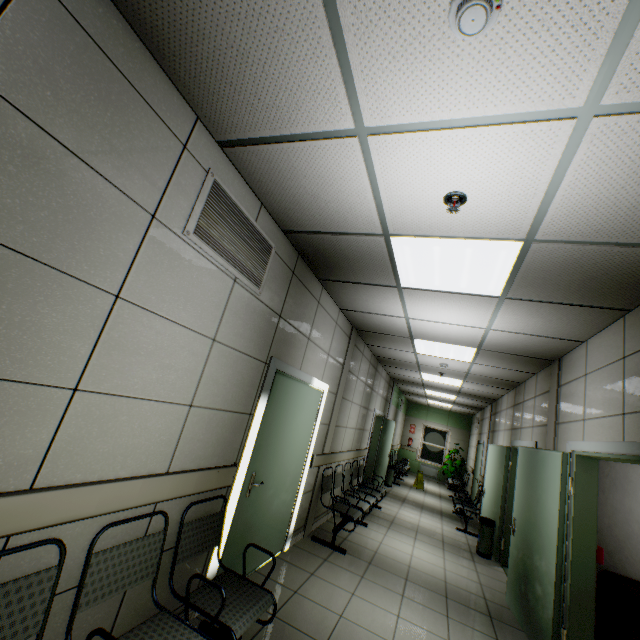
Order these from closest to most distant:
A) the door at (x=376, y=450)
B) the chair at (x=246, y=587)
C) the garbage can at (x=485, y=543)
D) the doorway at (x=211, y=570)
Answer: the chair at (x=246, y=587) → the doorway at (x=211, y=570) → the garbage can at (x=485, y=543) → the door at (x=376, y=450)

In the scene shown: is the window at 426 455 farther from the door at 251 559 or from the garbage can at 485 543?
the door at 251 559

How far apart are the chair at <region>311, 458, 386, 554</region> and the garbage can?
1.9 meters

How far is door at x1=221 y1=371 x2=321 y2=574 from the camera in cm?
307

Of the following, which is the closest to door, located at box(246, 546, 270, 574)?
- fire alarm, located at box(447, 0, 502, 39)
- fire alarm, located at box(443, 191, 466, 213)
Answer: fire alarm, located at box(443, 191, 466, 213)

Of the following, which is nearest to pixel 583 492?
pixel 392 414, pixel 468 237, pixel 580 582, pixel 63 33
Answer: pixel 580 582

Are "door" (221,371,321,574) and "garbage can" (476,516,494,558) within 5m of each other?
yes

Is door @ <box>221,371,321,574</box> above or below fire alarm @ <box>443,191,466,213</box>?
below
